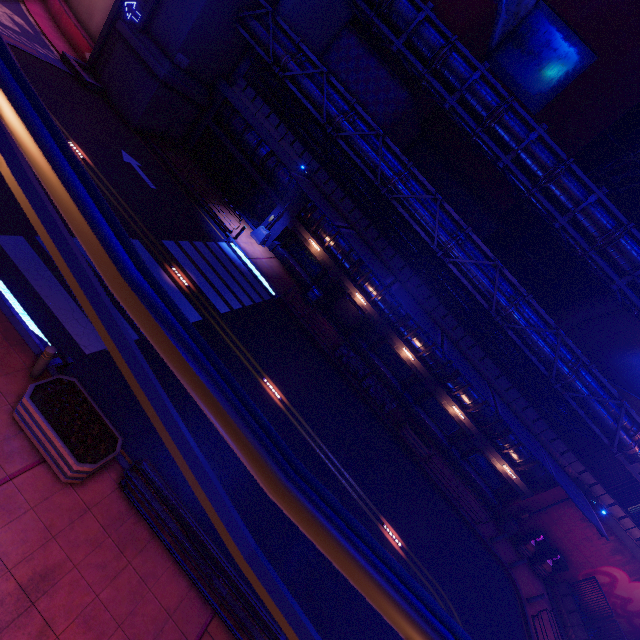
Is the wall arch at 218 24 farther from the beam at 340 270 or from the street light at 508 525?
the street light at 508 525

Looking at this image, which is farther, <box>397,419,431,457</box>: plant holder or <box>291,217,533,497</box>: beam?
<box>291,217,533,497</box>: beam

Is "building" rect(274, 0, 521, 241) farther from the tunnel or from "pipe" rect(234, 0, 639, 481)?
the tunnel

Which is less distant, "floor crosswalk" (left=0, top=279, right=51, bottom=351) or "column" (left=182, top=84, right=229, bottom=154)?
"floor crosswalk" (left=0, top=279, right=51, bottom=351)

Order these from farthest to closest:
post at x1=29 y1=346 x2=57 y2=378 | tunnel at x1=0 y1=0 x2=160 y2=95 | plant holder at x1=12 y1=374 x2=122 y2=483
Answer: tunnel at x1=0 y1=0 x2=160 y2=95, post at x1=29 y1=346 x2=57 y2=378, plant holder at x1=12 y1=374 x2=122 y2=483

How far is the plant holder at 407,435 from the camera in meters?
19.3 m

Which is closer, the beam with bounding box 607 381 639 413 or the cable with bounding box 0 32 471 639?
the cable with bounding box 0 32 471 639

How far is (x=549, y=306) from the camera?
30.42m
